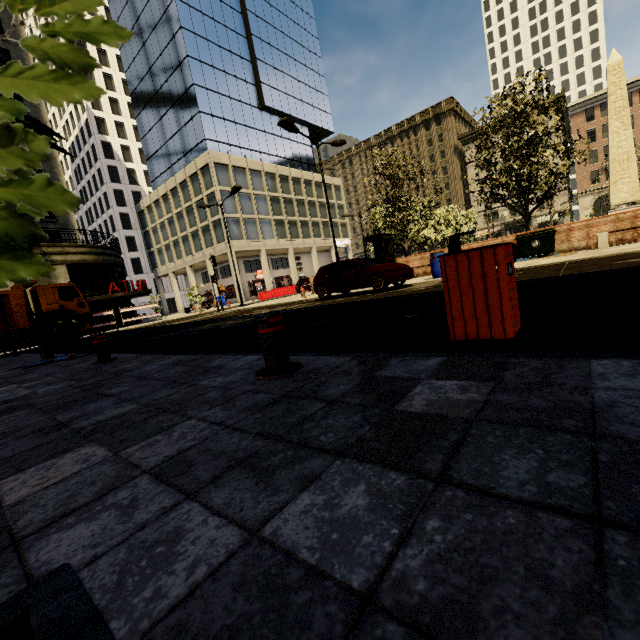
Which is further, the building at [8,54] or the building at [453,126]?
the building at [453,126]

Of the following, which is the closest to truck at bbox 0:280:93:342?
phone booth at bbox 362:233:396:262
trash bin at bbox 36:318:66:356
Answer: trash bin at bbox 36:318:66:356

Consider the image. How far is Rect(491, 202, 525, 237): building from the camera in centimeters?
5497cm

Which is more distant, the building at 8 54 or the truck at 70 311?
the building at 8 54

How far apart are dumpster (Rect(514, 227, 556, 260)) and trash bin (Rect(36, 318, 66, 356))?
17.1m

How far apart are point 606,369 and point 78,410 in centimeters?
398cm

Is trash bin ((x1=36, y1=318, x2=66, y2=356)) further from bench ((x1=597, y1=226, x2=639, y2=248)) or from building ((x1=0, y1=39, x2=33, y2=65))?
bench ((x1=597, y1=226, x2=639, y2=248))

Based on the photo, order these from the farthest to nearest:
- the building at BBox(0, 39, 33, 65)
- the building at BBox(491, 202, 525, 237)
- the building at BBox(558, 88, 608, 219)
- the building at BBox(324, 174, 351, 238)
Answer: the building at BBox(491, 202, 525, 237)
the building at BBox(324, 174, 351, 238)
the building at BBox(558, 88, 608, 219)
the building at BBox(0, 39, 33, 65)
